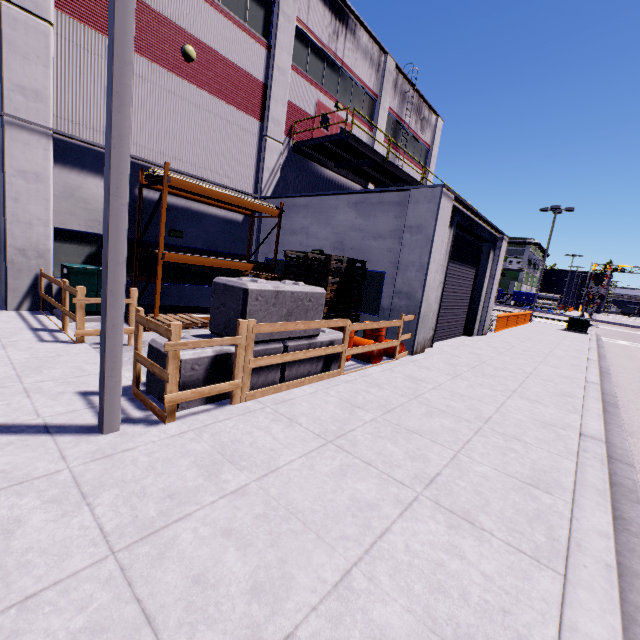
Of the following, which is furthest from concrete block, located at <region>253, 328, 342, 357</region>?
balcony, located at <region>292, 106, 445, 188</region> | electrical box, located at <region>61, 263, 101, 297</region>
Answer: balcony, located at <region>292, 106, 445, 188</region>

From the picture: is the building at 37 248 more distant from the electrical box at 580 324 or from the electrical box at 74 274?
the electrical box at 580 324

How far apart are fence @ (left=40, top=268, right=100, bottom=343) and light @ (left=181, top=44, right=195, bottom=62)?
8.2m

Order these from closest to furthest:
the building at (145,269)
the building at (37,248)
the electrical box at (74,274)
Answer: the building at (37,248), the electrical box at (74,274), the building at (145,269)

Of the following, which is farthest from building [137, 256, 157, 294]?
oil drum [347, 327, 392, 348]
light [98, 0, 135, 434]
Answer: light [98, 0, 135, 434]

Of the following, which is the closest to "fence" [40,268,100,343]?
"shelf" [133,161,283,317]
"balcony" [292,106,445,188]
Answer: "shelf" [133,161,283,317]

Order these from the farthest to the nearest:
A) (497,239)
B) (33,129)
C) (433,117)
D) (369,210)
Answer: (433,117) → (497,239) → (369,210) → (33,129)

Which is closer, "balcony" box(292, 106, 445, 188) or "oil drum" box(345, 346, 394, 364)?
"oil drum" box(345, 346, 394, 364)
